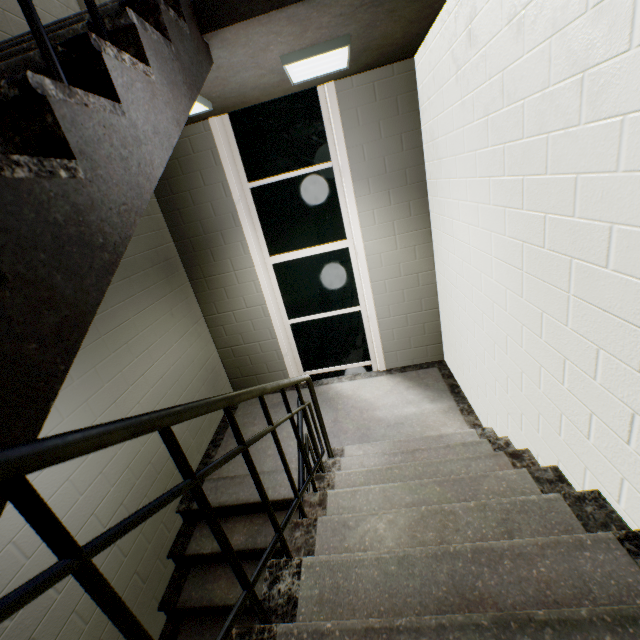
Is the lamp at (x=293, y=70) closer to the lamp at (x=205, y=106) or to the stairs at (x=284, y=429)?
A: the stairs at (x=284, y=429)

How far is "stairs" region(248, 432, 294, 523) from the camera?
2.9 meters

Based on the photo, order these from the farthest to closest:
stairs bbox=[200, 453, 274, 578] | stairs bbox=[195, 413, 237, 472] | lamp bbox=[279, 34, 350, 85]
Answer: stairs bbox=[195, 413, 237, 472], stairs bbox=[200, 453, 274, 578], lamp bbox=[279, 34, 350, 85]

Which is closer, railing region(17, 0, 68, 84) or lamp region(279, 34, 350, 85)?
railing region(17, 0, 68, 84)

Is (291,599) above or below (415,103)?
below

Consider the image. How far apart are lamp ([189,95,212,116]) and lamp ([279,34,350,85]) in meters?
0.7

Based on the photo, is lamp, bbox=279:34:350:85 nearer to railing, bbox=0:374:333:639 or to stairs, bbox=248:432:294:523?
stairs, bbox=248:432:294:523

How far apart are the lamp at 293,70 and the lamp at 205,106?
0.74m
